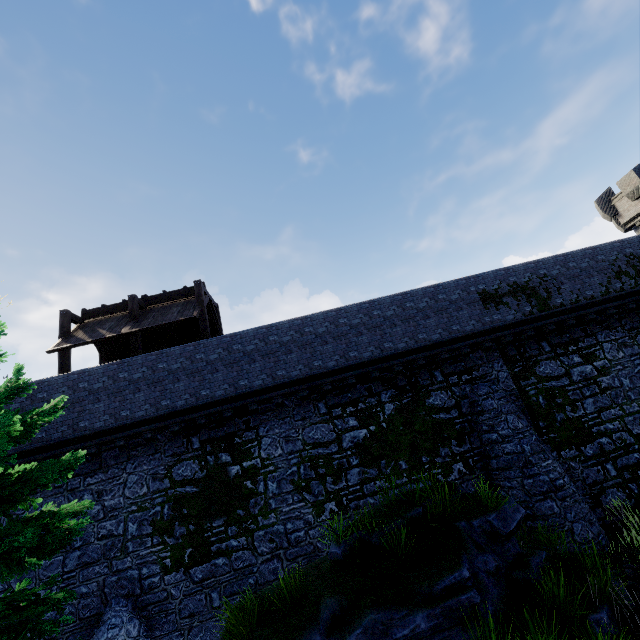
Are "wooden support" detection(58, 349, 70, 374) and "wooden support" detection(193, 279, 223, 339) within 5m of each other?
no

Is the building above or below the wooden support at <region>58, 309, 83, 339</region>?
above

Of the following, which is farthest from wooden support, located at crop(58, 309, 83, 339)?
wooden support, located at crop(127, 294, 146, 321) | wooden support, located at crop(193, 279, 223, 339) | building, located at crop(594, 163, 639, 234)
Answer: building, located at crop(594, 163, 639, 234)

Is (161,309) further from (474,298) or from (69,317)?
(474,298)

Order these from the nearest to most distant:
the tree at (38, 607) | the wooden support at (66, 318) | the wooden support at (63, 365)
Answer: the tree at (38, 607)
the wooden support at (63, 365)
the wooden support at (66, 318)

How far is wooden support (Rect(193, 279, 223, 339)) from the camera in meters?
14.2 m

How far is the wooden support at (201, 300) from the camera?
14.22m

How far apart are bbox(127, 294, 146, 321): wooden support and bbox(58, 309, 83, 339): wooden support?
2.66m
